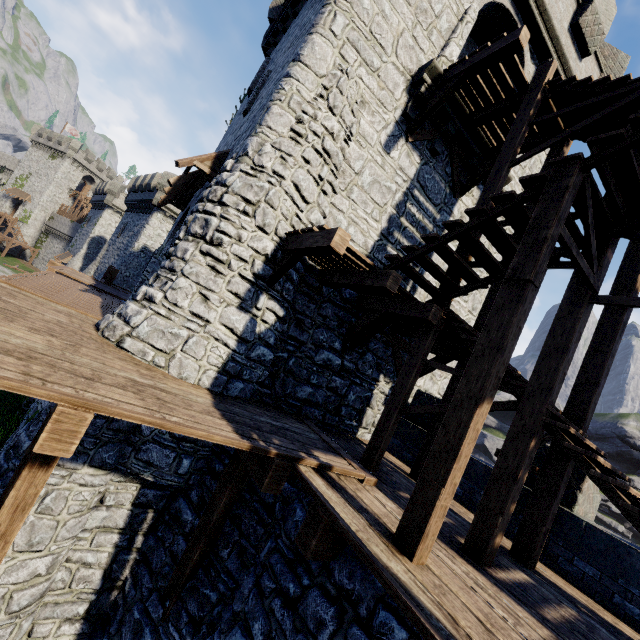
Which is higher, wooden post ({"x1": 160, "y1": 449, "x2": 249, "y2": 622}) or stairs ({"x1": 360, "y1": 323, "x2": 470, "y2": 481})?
stairs ({"x1": 360, "y1": 323, "x2": 470, "y2": 481})

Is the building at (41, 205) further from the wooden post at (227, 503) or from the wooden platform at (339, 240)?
the wooden post at (227, 503)

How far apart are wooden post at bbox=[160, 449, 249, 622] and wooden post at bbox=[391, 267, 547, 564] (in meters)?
2.50

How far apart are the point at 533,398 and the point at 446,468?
2.1 meters

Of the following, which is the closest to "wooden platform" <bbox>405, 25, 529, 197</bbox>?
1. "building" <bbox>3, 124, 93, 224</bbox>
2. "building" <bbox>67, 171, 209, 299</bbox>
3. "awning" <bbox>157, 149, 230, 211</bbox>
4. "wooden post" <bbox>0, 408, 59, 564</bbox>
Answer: "awning" <bbox>157, 149, 230, 211</bbox>

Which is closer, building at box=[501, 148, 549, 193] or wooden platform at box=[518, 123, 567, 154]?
wooden platform at box=[518, 123, 567, 154]

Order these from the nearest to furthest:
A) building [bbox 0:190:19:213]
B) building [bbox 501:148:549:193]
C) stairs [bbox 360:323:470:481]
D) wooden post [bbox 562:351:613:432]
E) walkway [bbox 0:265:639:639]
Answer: walkway [bbox 0:265:639:639] → wooden post [bbox 562:351:613:432] → stairs [bbox 360:323:470:481] → building [bbox 501:148:549:193] → building [bbox 0:190:19:213]

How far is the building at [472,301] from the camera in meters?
10.7
